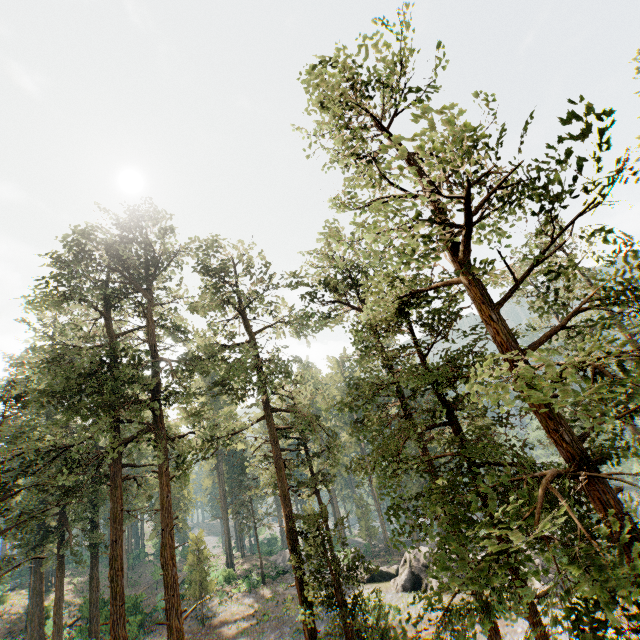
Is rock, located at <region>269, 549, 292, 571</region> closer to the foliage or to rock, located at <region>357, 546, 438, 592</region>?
rock, located at <region>357, 546, 438, 592</region>

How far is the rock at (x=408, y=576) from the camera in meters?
27.4

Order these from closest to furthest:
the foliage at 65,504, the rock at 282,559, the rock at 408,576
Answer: the foliage at 65,504 → the rock at 408,576 → the rock at 282,559

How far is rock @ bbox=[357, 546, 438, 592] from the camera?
27.39m

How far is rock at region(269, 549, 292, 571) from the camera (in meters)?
40.24

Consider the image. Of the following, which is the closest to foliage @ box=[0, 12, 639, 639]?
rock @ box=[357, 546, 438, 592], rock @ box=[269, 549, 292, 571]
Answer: rock @ box=[357, 546, 438, 592]

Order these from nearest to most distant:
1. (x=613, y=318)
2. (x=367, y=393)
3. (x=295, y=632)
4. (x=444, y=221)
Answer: (x=613, y=318) < (x=444, y=221) < (x=367, y=393) < (x=295, y=632)

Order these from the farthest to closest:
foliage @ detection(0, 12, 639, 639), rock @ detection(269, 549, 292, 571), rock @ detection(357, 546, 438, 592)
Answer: rock @ detection(269, 549, 292, 571), rock @ detection(357, 546, 438, 592), foliage @ detection(0, 12, 639, 639)
